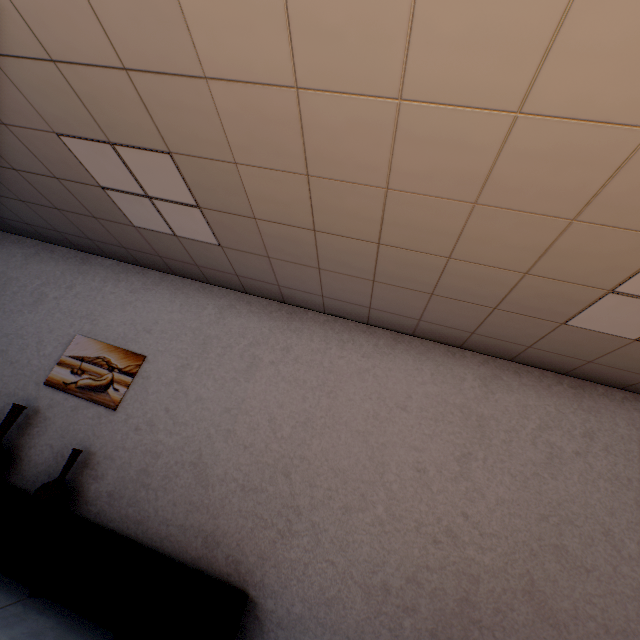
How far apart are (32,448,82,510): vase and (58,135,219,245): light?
2.2m

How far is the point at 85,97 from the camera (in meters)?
2.00

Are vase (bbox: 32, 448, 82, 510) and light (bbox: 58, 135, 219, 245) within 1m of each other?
no

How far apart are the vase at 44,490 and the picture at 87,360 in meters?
0.5 m

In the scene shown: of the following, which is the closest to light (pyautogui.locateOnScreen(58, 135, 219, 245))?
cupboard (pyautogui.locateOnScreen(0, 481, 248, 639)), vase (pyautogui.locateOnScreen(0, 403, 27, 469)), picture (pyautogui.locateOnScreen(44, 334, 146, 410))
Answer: picture (pyautogui.locateOnScreen(44, 334, 146, 410))

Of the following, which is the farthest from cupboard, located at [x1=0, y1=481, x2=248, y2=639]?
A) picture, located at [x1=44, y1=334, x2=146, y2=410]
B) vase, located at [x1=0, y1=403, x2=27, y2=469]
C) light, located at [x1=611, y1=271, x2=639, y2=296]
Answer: light, located at [x1=611, y1=271, x2=639, y2=296]

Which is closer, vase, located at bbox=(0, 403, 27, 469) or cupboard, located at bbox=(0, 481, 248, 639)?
cupboard, located at bbox=(0, 481, 248, 639)

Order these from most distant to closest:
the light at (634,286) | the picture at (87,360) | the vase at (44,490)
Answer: the picture at (87,360) → the vase at (44,490) → the light at (634,286)
